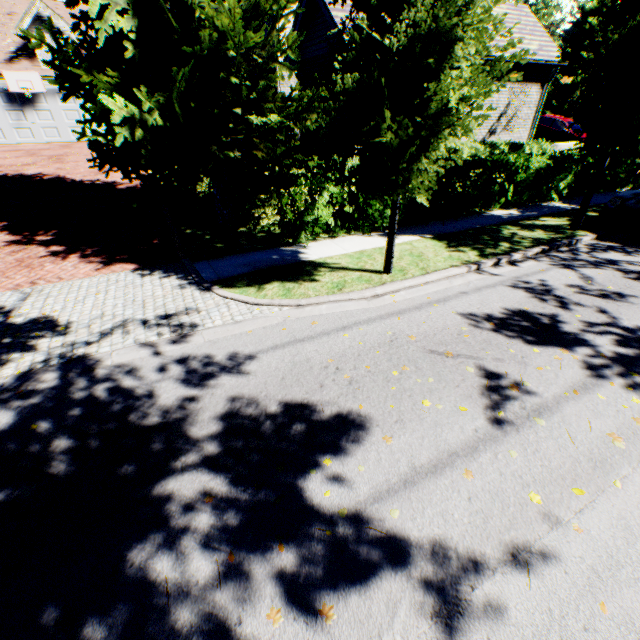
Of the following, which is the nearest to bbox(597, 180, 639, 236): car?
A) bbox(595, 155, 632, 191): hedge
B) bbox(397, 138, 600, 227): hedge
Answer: bbox(397, 138, 600, 227): hedge

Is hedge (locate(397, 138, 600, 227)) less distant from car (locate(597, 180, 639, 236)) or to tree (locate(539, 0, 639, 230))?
tree (locate(539, 0, 639, 230))

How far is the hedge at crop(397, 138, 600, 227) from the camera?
10.0m

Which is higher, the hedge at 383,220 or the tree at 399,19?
the tree at 399,19

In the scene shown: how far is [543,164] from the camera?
11.2m

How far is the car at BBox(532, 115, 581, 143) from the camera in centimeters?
1983cm

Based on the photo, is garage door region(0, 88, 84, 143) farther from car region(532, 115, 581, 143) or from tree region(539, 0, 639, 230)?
car region(532, 115, 581, 143)

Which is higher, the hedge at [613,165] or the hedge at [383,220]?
the hedge at [613,165]
